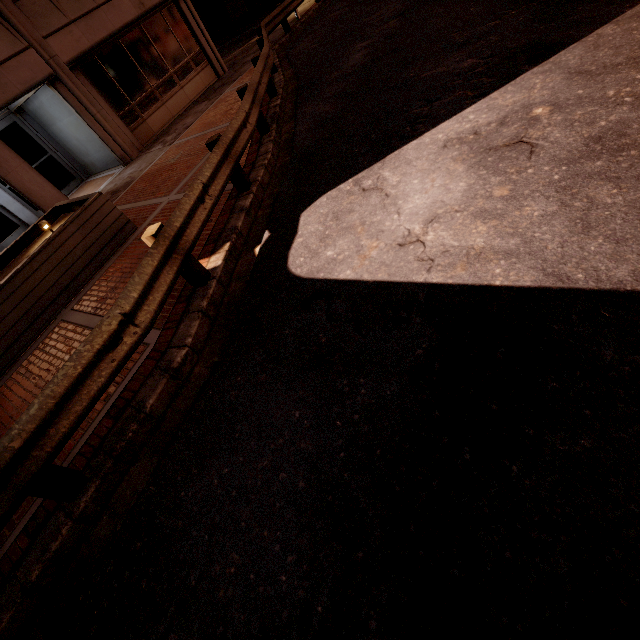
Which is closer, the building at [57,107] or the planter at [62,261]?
the planter at [62,261]

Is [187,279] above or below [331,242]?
above

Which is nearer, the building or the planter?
the planter
